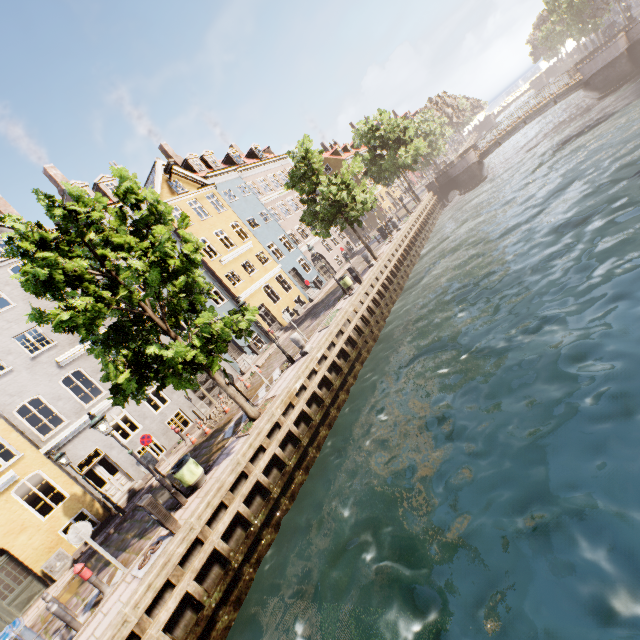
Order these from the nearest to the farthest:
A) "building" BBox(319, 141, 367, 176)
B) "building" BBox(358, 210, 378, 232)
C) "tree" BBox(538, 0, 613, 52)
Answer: "tree" BBox(538, 0, 613, 52) < "building" BBox(319, 141, 367, 176) < "building" BBox(358, 210, 378, 232)

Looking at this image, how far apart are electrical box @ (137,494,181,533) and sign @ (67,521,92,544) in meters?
1.5

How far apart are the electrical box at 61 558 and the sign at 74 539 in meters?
7.0 m

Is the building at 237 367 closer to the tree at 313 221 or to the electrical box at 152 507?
the tree at 313 221

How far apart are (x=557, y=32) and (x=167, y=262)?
78.00m

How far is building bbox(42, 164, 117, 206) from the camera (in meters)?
20.65

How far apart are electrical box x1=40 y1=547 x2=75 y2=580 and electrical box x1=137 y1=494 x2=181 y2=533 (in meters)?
8.32

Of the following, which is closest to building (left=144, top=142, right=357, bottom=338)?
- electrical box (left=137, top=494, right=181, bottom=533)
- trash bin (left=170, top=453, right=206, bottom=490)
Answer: trash bin (left=170, top=453, right=206, bottom=490)
